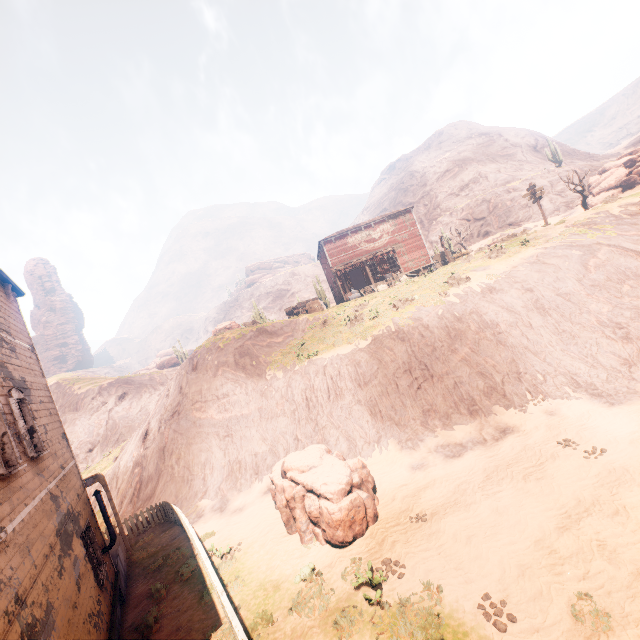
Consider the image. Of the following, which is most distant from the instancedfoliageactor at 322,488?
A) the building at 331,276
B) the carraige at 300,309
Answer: the carraige at 300,309

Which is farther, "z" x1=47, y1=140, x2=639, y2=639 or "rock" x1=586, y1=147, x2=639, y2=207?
"rock" x1=586, y1=147, x2=639, y2=207

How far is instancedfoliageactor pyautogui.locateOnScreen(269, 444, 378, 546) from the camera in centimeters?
938cm

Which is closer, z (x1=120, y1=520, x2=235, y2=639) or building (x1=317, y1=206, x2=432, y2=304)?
z (x1=120, y1=520, x2=235, y2=639)

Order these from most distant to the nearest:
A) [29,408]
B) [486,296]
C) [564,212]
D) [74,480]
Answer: [564,212]
[486,296]
[74,480]
[29,408]

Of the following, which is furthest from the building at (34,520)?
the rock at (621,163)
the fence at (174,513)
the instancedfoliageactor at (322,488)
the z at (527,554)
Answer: the rock at (621,163)

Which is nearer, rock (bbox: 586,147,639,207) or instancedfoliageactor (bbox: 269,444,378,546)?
instancedfoliageactor (bbox: 269,444,378,546)
